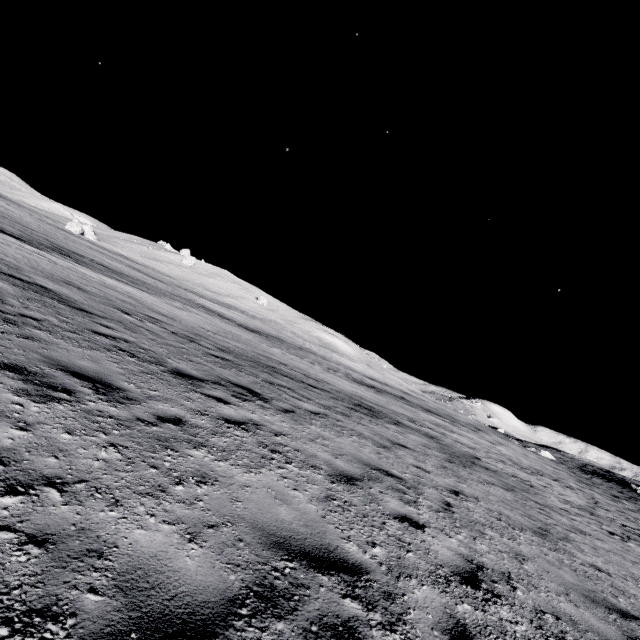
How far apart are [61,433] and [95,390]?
1.41m
